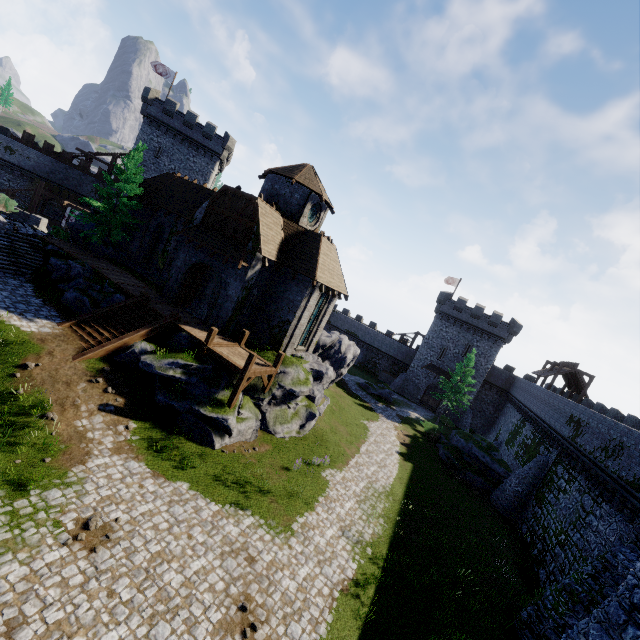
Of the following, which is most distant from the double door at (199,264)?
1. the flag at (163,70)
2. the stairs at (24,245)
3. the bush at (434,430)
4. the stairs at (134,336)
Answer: the flag at (163,70)

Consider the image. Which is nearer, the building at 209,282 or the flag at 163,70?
the building at 209,282

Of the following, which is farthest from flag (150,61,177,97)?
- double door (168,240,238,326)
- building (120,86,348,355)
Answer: double door (168,240,238,326)

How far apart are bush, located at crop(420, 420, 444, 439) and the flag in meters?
51.3

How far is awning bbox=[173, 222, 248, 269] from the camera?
20.1 meters

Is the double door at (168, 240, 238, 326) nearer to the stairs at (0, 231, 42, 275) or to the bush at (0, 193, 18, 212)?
the stairs at (0, 231, 42, 275)

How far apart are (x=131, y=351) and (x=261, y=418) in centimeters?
823cm

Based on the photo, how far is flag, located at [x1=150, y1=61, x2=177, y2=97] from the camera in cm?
4056
